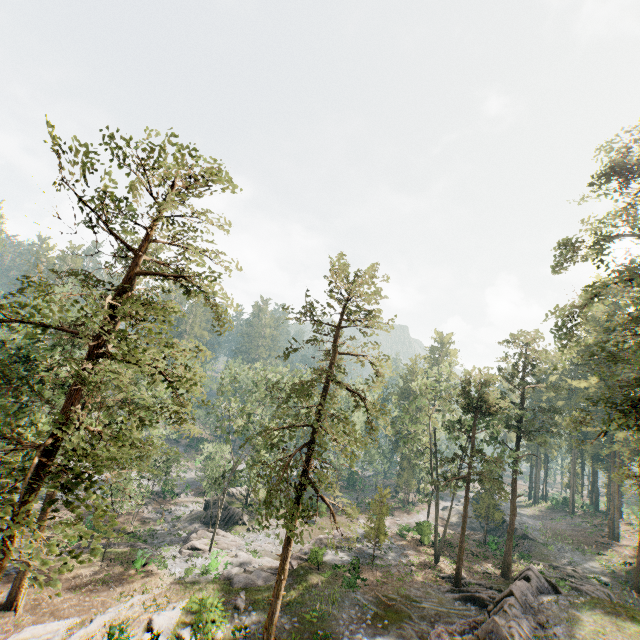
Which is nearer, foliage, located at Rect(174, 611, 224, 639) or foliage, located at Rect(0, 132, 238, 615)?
foliage, located at Rect(0, 132, 238, 615)

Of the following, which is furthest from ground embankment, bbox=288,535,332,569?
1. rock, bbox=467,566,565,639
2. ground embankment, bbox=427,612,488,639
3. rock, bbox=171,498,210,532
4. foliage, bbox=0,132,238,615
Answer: rock, bbox=467,566,565,639

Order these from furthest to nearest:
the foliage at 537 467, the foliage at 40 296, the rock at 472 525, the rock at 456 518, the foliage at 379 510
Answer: the foliage at 537 467, the rock at 456 518, the rock at 472 525, the foliage at 379 510, the foliage at 40 296

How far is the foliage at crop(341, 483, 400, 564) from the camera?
28.8 meters

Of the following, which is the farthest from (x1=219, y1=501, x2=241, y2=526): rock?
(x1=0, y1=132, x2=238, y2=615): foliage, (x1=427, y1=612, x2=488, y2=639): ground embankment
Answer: (x1=427, y1=612, x2=488, y2=639): ground embankment

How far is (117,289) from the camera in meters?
13.6

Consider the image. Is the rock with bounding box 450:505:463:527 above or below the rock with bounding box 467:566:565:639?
below

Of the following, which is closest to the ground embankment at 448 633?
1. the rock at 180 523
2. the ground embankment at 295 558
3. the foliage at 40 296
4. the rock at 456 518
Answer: the foliage at 40 296
